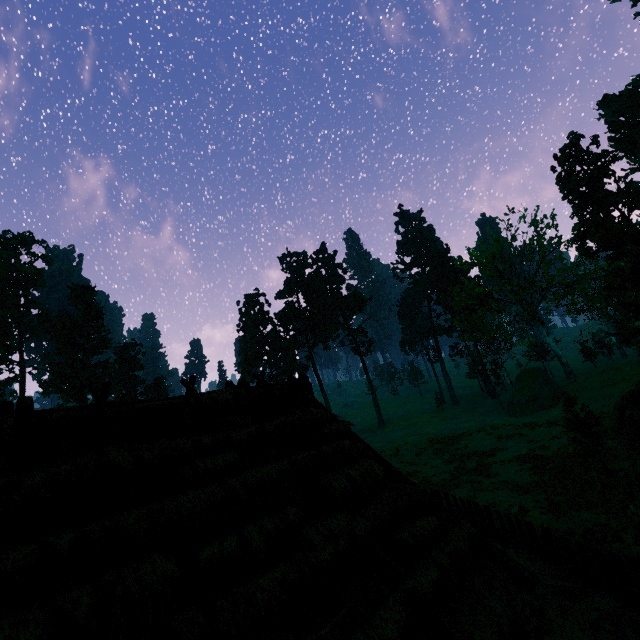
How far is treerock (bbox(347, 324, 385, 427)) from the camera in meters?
54.6

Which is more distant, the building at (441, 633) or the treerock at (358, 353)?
the treerock at (358, 353)

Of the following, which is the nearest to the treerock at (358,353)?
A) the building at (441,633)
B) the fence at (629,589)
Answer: the building at (441,633)

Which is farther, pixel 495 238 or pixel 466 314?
pixel 466 314

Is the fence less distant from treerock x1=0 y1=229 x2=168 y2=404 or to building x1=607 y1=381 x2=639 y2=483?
building x1=607 y1=381 x2=639 y2=483

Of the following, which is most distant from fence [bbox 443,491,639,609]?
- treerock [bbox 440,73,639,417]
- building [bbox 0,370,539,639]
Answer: treerock [bbox 440,73,639,417]
